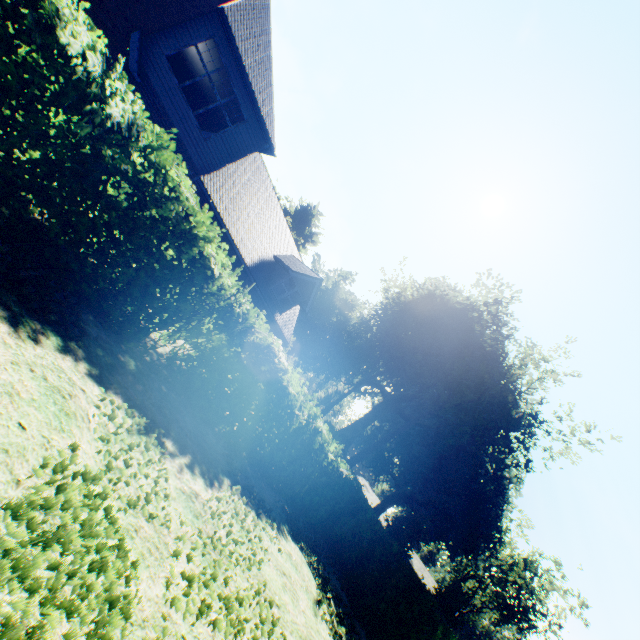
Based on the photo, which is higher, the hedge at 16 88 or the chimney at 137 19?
the chimney at 137 19

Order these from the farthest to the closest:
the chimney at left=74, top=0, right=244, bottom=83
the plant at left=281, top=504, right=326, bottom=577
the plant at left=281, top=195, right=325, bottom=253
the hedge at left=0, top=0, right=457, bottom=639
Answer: the plant at left=281, top=195, right=325, bottom=253
the chimney at left=74, top=0, right=244, bottom=83
the plant at left=281, top=504, right=326, bottom=577
the hedge at left=0, top=0, right=457, bottom=639

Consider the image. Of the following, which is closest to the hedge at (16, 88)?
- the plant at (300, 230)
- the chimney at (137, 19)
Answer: the chimney at (137, 19)

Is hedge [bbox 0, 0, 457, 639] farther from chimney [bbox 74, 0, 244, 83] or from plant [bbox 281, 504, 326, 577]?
plant [bbox 281, 504, 326, 577]

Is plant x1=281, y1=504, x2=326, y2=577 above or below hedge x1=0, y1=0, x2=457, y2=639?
below

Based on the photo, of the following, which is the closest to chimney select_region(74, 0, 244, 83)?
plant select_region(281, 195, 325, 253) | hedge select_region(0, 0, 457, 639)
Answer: hedge select_region(0, 0, 457, 639)

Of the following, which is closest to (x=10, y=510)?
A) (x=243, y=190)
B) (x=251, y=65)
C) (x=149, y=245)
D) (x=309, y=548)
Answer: (x=149, y=245)
